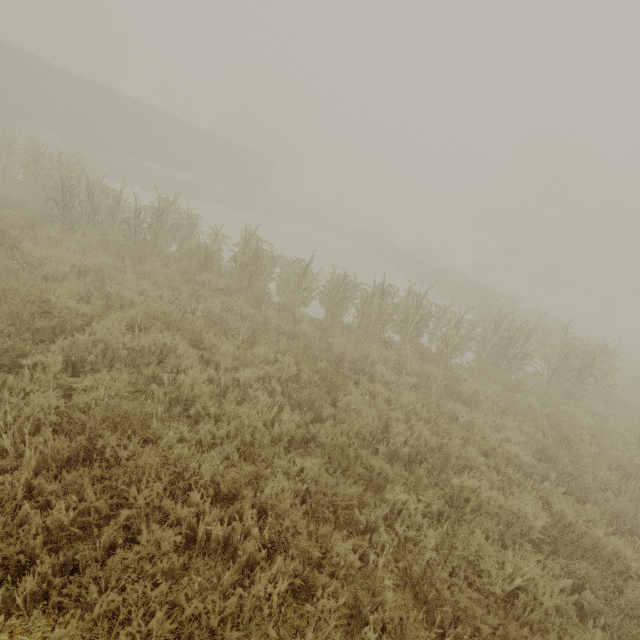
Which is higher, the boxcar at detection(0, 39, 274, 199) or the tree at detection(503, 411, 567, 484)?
the boxcar at detection(0, 39, 274, 199)

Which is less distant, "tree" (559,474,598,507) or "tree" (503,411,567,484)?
"tree" (559,474,598,507)

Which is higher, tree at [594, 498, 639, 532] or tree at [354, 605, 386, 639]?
tree at [594, 498, 639, 532]

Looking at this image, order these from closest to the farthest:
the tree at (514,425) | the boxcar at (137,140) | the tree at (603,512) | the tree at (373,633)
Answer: the tree at (373,633), the tree at (603,512), the tree at (514,425), the boxcar at (137,140)

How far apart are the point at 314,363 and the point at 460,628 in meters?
4.3

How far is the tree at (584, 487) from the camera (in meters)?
4.80

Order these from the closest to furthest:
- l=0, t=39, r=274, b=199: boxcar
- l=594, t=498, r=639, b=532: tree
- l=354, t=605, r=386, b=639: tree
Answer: l=354, t=605, r=386, b=639: tree → l=594, t=498, r=639, b=532: tree → l=0, t=39, r=274, b=199: boxcar

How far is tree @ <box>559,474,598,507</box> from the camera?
4.8 meters
